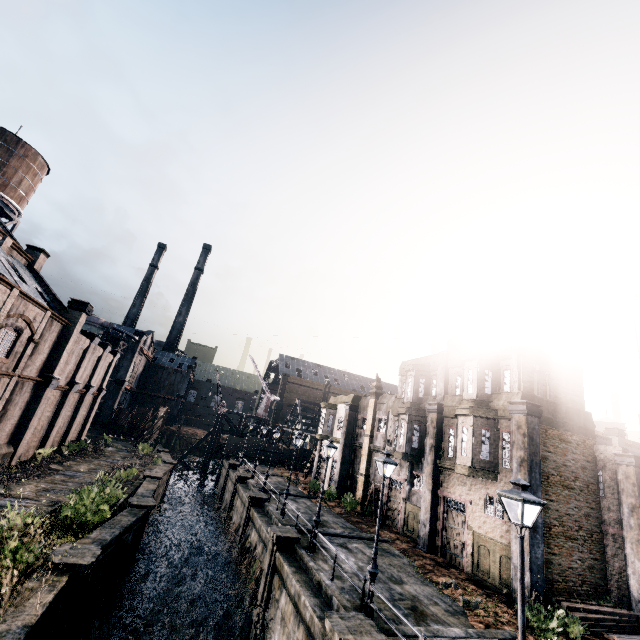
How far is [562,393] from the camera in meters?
20.3

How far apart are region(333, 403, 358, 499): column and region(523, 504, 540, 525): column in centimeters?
1905cm

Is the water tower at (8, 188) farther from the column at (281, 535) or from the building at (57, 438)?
the column at (281, 535)

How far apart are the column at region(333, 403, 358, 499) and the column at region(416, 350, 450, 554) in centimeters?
1214cm

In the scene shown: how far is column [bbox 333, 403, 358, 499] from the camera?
33.2 meters

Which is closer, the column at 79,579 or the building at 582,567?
the column at 79,579

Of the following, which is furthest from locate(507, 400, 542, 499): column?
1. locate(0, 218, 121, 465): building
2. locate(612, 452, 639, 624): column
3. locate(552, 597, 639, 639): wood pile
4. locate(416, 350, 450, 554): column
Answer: locate(0, 218, 121, 465): building

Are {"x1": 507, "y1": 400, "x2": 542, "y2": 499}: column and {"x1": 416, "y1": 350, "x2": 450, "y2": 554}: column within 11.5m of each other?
yes
